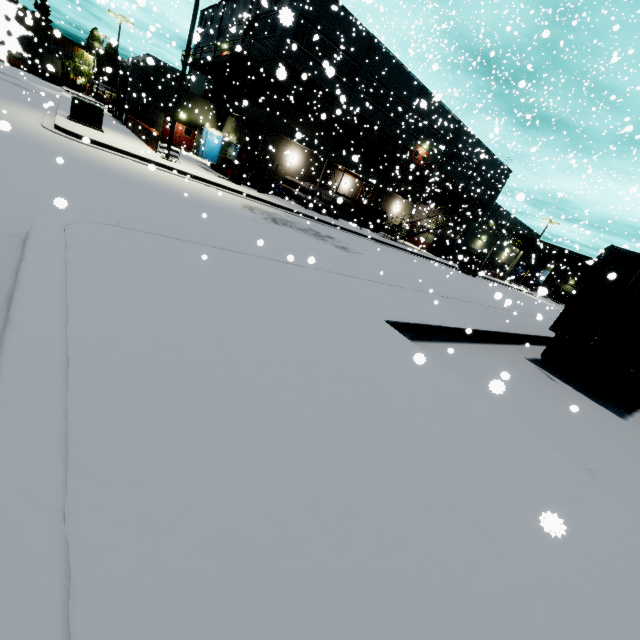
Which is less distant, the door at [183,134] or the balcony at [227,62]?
the balcony at [227,62]

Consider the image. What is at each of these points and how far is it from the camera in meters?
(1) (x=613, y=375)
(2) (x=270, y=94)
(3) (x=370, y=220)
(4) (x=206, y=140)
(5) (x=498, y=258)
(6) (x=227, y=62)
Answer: (1) semi trailer, 8.9
(2) building, 26.0
(3) tarp, 27.7
(4) portable restroom, 30.6
(5) building, 44.9
(6) balcony, 26.4

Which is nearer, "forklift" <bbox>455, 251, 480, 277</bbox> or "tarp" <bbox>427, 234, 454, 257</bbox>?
"forklift" <bbox>455, 251, 480, 277</bbox>

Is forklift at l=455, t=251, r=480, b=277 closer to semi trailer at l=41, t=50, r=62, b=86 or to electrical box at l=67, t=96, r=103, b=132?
semi trailer at l=41, t=50, r=62, b=86

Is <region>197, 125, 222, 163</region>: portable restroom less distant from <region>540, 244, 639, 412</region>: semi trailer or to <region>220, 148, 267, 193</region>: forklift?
<region>540, 244, 639, 412</region>: semi trailer

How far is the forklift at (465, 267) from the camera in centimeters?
3195cm

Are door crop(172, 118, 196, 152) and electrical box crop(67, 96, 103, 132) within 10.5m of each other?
no

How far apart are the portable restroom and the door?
0.8 meters
